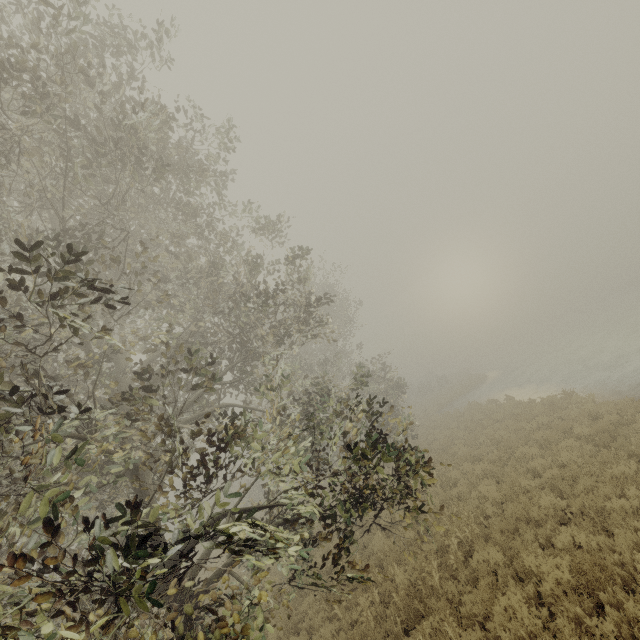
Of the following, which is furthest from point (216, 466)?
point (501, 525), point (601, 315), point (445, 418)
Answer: point (601, 315)
